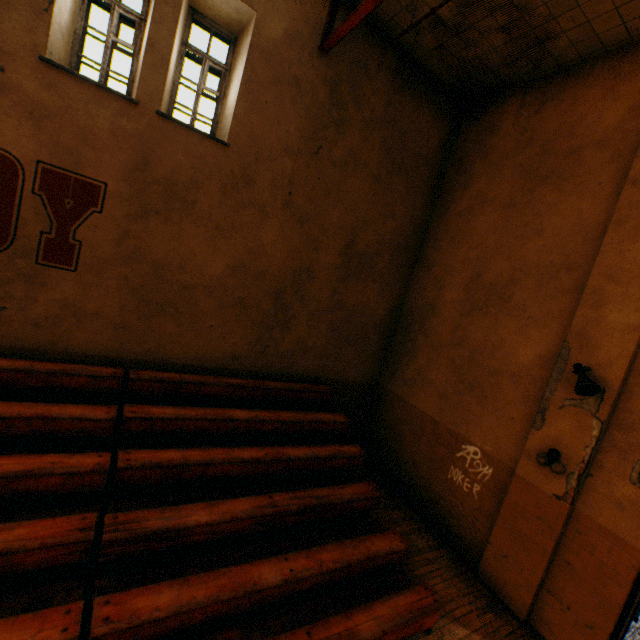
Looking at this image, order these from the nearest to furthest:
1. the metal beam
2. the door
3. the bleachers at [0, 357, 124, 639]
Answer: the bleachers at [0, 357, 124, 639]
the door
the metal beam

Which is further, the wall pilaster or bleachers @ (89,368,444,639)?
the wall pilaster

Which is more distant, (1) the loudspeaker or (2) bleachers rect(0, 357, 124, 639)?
(1) the loudspeaker

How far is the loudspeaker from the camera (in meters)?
4.35

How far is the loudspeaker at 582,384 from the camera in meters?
4.3

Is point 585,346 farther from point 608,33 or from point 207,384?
point 207,384

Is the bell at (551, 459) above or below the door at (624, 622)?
above

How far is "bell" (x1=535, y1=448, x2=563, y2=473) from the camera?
4.7 meters
